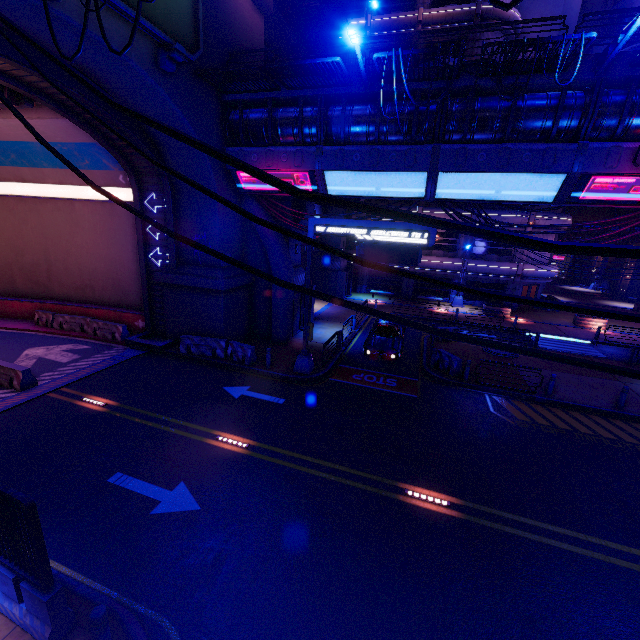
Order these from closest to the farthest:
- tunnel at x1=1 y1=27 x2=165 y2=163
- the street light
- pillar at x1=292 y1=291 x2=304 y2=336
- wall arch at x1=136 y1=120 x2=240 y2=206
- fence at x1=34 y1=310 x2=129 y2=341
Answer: the street light, tunnel at x1=1 y1=27 x2=165 y2=163, wall arch at x1=136 y1=120 x2=240 y2=206, fence at x1=34 y1=310 x2=129 y2=341, pillar at x1=292 y1=291 x2=304 y2=336

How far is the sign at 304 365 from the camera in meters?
15.1 m

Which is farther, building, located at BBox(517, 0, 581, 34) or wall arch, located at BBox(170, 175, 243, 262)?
building, located at BBox(517, 0, 581, 34)

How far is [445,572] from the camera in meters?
7.0 m

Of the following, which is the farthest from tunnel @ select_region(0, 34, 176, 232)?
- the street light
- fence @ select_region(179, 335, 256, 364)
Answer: the street light

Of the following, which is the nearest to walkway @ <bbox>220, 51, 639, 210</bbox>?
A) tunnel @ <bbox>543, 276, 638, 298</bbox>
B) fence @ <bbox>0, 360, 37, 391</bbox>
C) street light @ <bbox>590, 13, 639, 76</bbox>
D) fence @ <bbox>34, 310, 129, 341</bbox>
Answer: street light @ <bbox>590, 13, 639, 76</bbox>

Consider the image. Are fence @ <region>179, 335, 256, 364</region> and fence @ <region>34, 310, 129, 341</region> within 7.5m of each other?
yes

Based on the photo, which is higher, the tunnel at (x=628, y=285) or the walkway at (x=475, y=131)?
the walkway at (x=475, y=131)
